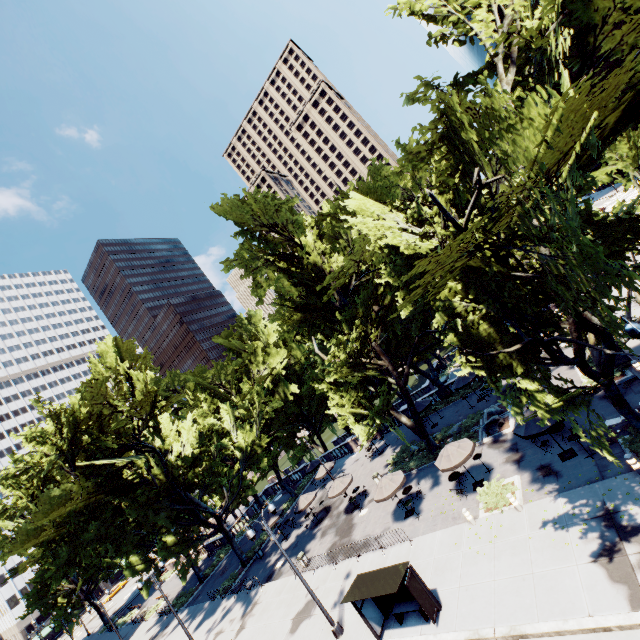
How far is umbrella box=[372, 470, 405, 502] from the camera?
21.25m

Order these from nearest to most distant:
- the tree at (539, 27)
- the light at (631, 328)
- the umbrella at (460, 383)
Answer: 1. the tree at (539, 27)
2. the light at (631, 328)
3. the umbrella at (460, 383)

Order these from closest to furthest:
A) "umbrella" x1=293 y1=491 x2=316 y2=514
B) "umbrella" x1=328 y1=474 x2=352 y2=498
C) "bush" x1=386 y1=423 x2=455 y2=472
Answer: "bush" x1=386 y1=423 x2=455 y2=472 < "umbrella" x1=328 y1=474 x2=352 y2=498 < "umbrella" x1=293 y1=491 x2=316 y2=514

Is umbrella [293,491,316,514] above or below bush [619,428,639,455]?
above

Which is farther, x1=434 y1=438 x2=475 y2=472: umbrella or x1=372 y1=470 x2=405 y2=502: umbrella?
x1=372 y1=470 x2=405 y2=502: umbrella

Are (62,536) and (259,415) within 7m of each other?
no

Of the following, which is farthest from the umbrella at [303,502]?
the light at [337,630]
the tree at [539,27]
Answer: the light at [337,630]

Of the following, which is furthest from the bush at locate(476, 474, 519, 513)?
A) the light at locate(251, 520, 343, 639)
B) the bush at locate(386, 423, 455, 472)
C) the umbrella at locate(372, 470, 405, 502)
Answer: the light at locate(251, 520, 343, 639)
